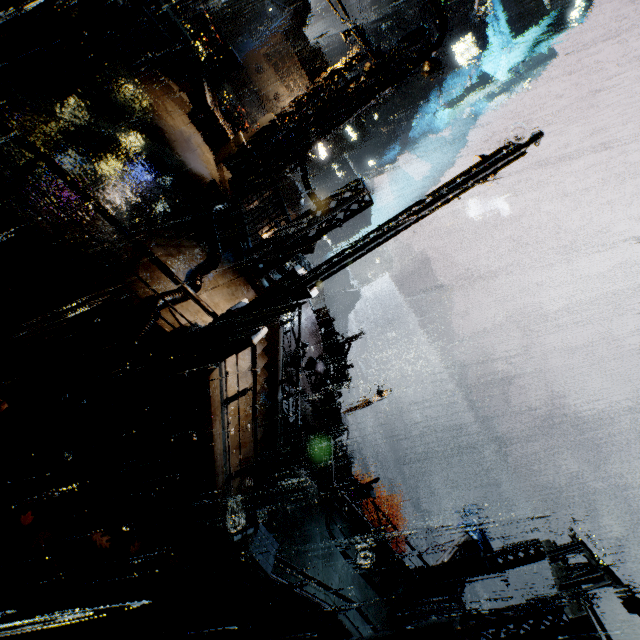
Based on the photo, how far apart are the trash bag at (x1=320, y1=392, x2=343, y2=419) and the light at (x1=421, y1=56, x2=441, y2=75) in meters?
16.5 m

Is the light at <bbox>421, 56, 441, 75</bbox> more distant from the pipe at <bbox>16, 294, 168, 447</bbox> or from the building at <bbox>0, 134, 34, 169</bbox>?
the pipe at <bbox>16, 294, 168, 447</bbox>

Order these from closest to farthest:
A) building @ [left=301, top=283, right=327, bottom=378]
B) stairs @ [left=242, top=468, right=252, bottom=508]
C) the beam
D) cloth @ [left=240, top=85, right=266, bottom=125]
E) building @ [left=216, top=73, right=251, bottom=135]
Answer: stairs @ [left=242, top=468, right=252, bottom=508]
the beam
building @ [left=216, top=73, right=251, bottom=135]
building @ [left=301, top=283, right=327, bottom=378]
cloth @ [left=240, top=85, right=266, bottom=125]

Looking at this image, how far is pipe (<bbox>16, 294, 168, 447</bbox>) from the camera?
5.89m

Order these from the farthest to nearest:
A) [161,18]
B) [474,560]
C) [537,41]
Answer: [537,41], [474,560], [161,18]

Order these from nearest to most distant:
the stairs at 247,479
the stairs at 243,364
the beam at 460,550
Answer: the stairs at 243,364, the stairs at 247,479, the beam at 460,550

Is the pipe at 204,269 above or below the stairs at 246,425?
above

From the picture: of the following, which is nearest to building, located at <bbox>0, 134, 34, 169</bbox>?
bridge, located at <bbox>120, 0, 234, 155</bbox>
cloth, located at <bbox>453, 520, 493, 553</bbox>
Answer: bridge, located at <bbox>120, 0, 234, 155</bbox>
